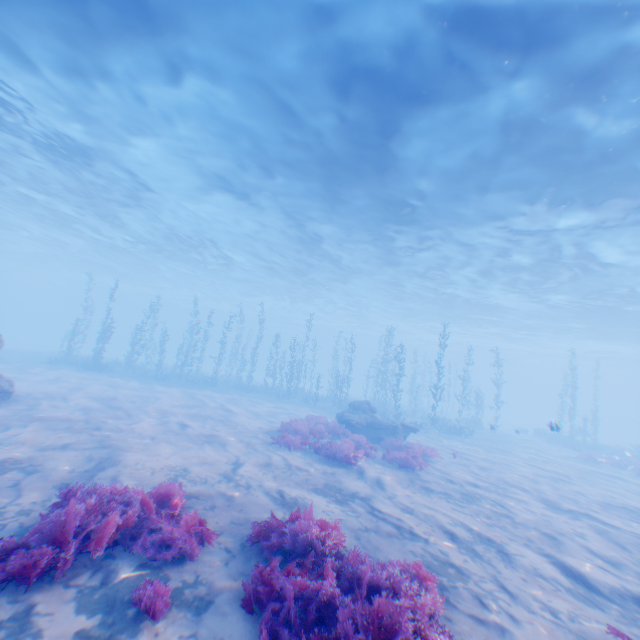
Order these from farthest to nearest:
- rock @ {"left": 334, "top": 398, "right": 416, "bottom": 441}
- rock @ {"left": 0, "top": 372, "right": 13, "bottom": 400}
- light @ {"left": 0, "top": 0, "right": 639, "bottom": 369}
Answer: rock @ {"left": 334, "top": 398, "right": 416, "bottom": 441}, rock @ {"left": 0, "top": 372, "right": 13, "bottom": 400}, light @ {"left": 0, "top": 0, "right": 639, "bottom": 369}

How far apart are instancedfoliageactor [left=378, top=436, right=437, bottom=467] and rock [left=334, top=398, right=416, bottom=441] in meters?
2.5

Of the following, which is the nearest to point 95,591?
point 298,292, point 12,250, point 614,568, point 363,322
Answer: point 614,568

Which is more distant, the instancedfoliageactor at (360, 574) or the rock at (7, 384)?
the rock at (7, 384)

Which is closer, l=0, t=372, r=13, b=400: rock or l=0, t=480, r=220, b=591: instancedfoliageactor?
l=0, t=480, r=220, b=591: instancedfoliageactor

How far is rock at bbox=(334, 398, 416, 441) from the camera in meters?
16.1 m

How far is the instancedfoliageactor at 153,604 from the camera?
3.7 meters

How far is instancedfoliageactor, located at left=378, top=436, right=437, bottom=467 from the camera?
12.07m
